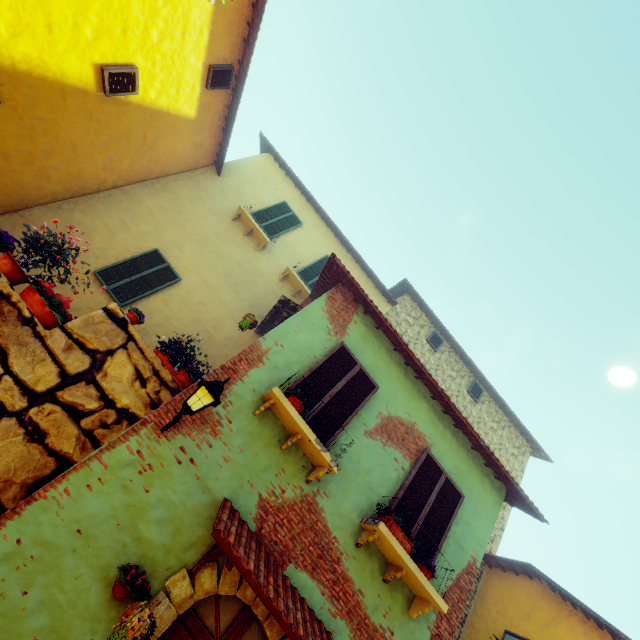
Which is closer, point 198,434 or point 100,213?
point 198,434

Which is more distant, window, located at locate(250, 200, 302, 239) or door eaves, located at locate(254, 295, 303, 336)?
window, located at locate(250, 200, 302, 239)

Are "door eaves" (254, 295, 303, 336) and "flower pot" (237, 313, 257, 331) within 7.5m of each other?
yes

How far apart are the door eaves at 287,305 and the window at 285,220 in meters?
3.3 m

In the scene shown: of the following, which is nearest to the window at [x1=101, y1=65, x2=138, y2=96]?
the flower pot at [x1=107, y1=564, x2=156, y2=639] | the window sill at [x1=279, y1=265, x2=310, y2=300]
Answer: the flower pot at [x1=107, y1=564, x2=156, y2=639]

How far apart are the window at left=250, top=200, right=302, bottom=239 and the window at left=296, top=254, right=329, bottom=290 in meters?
1.4

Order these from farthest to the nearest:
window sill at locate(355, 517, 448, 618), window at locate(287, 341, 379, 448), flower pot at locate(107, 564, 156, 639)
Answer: window at locate(287, 341, 379, 448)
window sill at locate(355, 517, 448, 618)
flower pot at locate(107, 564, 156, 639)

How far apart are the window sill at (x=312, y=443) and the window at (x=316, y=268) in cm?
596
